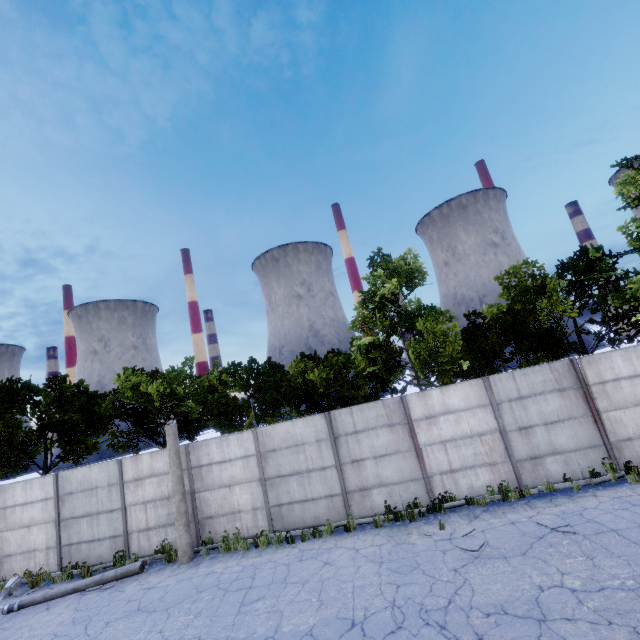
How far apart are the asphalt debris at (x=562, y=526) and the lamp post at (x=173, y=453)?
10.7 meters

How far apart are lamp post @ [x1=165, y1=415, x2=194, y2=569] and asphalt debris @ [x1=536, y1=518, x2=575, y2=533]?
10.74m

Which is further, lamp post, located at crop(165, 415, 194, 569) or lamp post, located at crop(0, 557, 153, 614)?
lamp post, located at crop(165, 415, 194, 569)

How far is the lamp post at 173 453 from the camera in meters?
10.9 m

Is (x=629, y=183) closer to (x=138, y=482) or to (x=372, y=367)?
(x=372, y=367)

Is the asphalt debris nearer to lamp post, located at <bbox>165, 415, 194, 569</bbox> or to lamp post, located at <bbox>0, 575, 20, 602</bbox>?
lamp post, located at <bbox>165, 415, 194, 569</bbox>

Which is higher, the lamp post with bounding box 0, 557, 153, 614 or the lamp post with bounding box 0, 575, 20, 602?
the lamp post with bounding box 0, 575, 20, 602

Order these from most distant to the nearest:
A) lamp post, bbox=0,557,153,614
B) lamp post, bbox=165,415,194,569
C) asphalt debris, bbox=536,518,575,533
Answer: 1. lamp post, bbox=165,415,194,569
2. lamp post, bbox=0,557,153,614
3. asphalt debris, bbox=536,518,575,533
